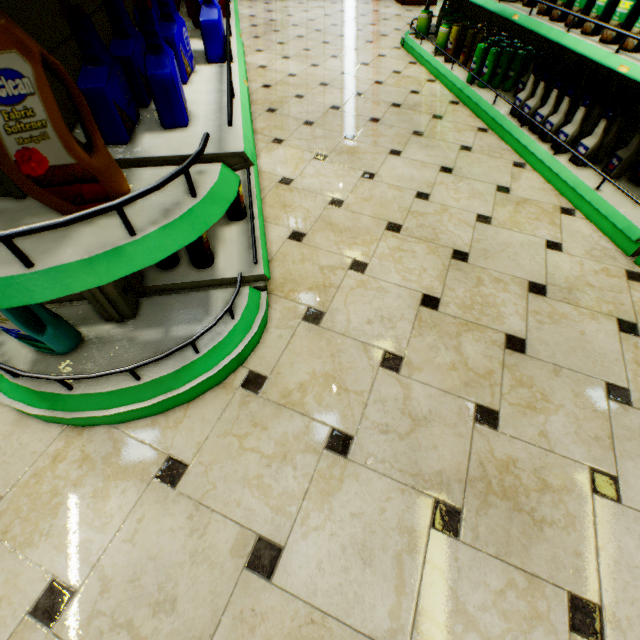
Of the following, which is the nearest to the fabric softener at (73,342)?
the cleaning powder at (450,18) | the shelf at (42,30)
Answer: the shelf at (42,30)

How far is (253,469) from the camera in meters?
1.2 m

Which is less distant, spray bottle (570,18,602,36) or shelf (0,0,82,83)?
shelf (0,0,82,83)

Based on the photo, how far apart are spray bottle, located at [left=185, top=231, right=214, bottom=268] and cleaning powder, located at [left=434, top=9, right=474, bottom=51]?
4.28m

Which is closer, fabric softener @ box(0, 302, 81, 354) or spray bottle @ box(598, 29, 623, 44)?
fabric softener @ box(0, 302, 81, 354)

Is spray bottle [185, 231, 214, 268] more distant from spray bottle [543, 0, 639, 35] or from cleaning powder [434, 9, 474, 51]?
cleaning powder [434, 9, 474, 51]

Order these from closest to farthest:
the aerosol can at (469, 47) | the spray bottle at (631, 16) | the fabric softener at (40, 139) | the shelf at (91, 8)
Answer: the fabric softener at (40, 139) → the shelf at (91, 8) → the spray bottle at (631, 16) → the aerosol can at (469, 47)

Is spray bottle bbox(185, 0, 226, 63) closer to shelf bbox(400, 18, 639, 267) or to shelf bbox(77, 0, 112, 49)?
shelf bbox(77, 0, 112, 49)
